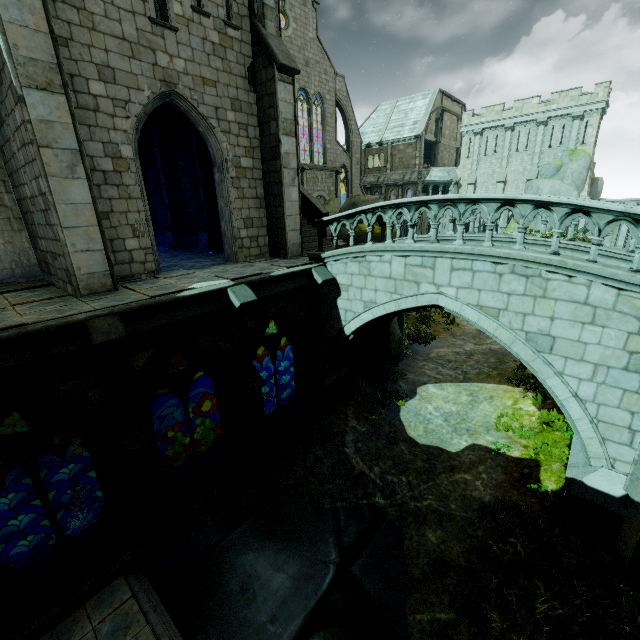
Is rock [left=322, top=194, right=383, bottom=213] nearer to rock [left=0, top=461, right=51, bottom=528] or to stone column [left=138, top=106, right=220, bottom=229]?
stone column [left=138, top=106, right=220, bottom=229]

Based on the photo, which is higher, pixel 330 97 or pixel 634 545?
pixel 330 97

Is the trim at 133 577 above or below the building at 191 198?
below

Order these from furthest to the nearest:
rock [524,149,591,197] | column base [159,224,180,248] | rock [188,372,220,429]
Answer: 1. rock [524,149,591,197]
2. rock [188,372,220,429]
3. column base [159,224,180,248]

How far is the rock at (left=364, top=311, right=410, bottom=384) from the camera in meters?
13.9

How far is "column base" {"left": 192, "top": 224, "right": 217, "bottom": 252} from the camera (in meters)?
14.31

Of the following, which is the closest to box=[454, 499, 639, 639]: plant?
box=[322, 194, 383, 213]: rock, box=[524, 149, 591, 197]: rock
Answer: box=[322, 194, 383, 213]: rock

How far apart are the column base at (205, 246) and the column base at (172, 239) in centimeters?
216cm
